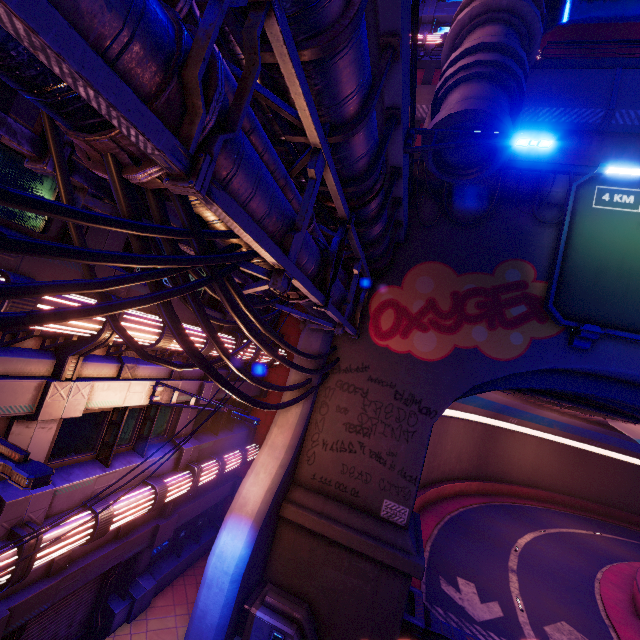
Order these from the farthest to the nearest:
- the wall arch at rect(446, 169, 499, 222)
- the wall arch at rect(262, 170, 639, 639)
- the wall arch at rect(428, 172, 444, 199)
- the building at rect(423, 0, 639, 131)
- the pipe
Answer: the wall arch at rect(428, 172, 444, 199) → the wall arch at rect(446, 169, 499, 222) → the wall arch at rect(262, 170, 639, 639) → the building at rect(423, 0, 639, 131) → the pipe

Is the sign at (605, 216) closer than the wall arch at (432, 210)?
Yes

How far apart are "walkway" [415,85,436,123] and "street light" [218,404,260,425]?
16.58m

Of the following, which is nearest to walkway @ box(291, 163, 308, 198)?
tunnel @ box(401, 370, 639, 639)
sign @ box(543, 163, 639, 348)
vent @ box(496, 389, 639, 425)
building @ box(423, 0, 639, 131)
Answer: building @ box(423, 0, 639, 131)

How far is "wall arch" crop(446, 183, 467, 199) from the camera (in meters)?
13.06

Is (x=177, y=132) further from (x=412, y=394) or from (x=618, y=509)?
(x=618, y=509)

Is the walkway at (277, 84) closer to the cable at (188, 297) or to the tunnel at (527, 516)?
the cable at (188, 297)
